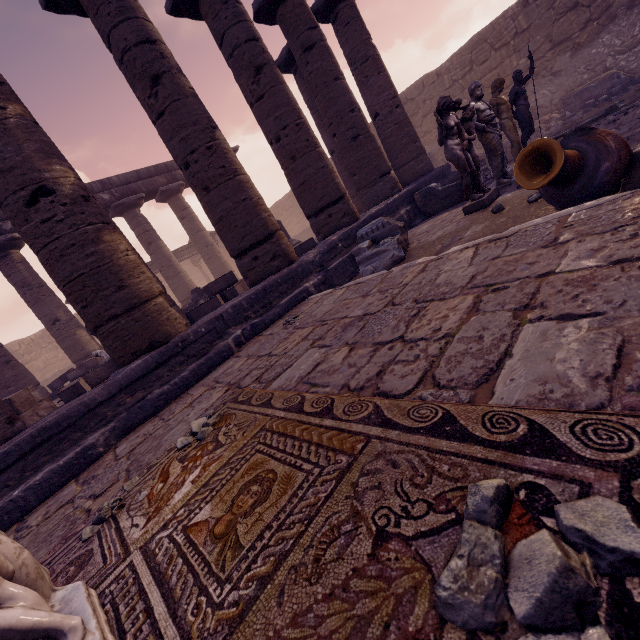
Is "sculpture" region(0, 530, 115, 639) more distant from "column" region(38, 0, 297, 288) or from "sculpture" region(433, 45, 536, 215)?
"sculpture" region(433, 45, 536, 215)

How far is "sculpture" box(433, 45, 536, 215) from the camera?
5.0 meters

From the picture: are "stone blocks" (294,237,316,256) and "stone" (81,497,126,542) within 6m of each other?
no

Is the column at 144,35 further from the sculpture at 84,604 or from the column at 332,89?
the sculpture at 84,604

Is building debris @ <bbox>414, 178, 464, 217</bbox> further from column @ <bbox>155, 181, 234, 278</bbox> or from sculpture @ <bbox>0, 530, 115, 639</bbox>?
column @ <bbox>155, 181, 234, 278</bbox>

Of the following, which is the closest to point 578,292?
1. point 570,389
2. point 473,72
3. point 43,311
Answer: point 570,389

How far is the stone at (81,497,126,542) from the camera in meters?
1.9

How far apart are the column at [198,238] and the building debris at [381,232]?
11.36m
